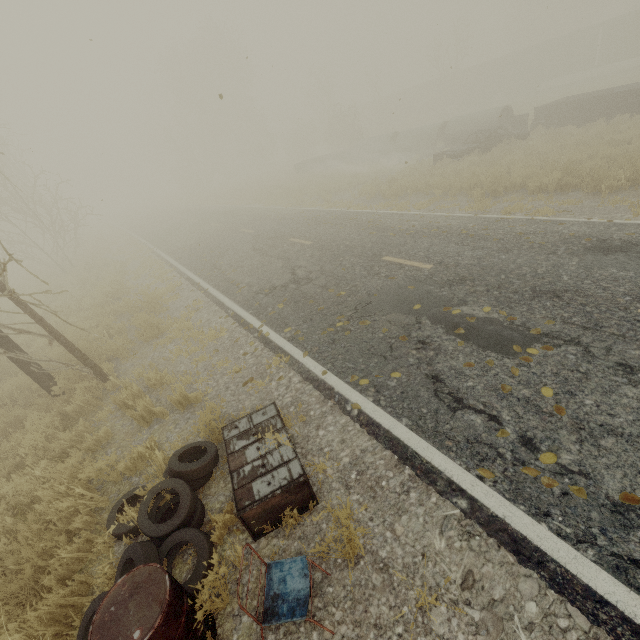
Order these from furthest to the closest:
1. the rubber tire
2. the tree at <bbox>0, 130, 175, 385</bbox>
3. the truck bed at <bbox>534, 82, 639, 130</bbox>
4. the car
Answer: the car < the truck bed at <bbox>534, 82, 639, 130</bbox> < the tree at <bbox>0, 130, 175, 385</bbox> < the rubber tire

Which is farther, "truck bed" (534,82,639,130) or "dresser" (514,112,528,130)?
"dresser" (514,112,528,130)

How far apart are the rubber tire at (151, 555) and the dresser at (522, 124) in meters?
23.4 m

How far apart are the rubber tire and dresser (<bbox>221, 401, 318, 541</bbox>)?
0.16m

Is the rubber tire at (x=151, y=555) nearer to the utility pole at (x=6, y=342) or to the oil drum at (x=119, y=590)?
the oil drum at (x=119, y=590)

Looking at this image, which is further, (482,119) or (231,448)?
(482,119)

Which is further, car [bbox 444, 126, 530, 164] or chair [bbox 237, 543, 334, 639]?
car [bbox 444, 126, 530, 164]

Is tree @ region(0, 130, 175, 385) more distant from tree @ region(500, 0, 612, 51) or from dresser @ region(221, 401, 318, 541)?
tree @ region(500, 0, 612, 51)
